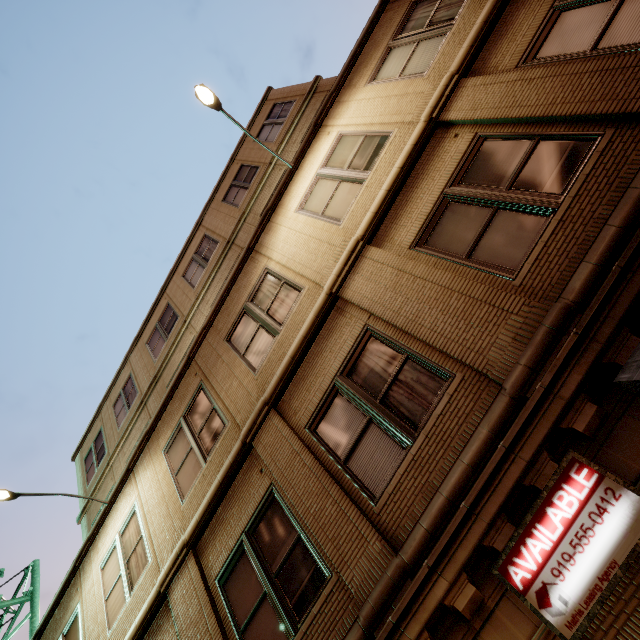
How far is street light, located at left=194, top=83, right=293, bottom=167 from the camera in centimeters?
700cm

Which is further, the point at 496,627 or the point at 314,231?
the point at 314,231

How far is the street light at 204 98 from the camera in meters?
7.0 m

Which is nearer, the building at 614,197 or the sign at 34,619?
the building at 614,197

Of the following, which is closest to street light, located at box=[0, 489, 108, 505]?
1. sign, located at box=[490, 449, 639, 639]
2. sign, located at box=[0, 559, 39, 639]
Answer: sign, located at box=[490, 449, 639, 639]

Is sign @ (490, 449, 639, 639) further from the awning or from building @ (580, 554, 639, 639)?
the awning

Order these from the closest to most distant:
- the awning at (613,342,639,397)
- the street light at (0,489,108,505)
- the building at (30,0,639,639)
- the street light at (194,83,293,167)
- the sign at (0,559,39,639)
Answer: the awning at (613,342,639,397)
the building at (30,0,639,639)
the street light at (194,83,293,167)
the street light at (0,489,108,505)
the sign at (0,559,39,639)

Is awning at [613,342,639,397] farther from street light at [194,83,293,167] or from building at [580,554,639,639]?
street light at [194,83,293,167]
